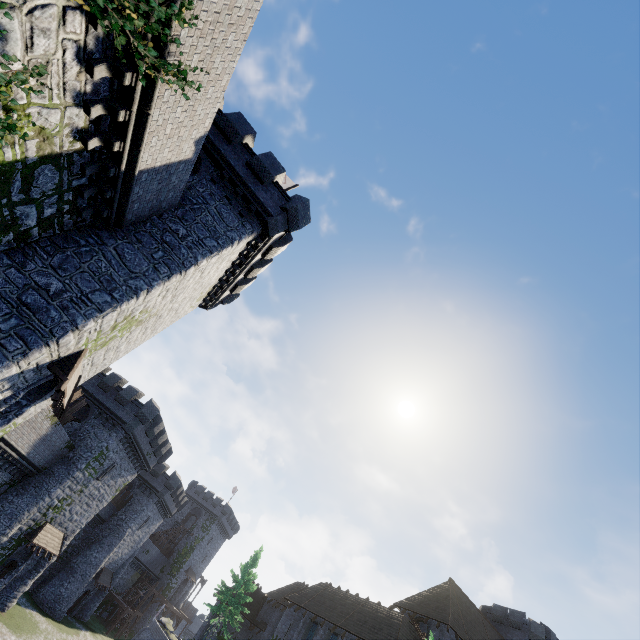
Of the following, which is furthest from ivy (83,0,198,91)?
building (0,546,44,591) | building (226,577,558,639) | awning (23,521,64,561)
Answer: awning (23,521,64,561)

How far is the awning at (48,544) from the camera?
25.8 meters

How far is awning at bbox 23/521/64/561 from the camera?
25.8 meters

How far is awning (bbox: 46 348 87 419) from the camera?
10.9 meters

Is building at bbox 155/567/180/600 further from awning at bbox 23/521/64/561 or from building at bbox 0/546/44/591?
awning at bbox 23/521/64/561

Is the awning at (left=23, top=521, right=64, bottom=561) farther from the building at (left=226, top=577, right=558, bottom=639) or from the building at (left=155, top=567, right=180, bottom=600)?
the building at (left=155, top=567, right=180, bottom=600)

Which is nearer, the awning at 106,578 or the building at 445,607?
the building at 445,607

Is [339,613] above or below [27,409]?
above
